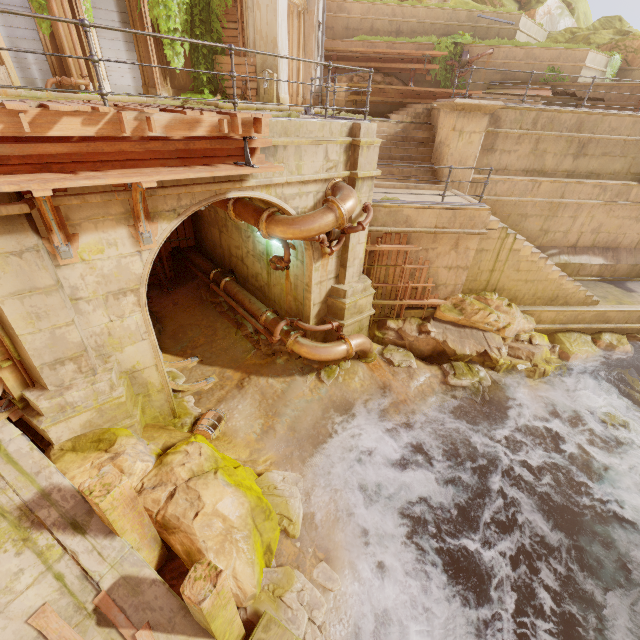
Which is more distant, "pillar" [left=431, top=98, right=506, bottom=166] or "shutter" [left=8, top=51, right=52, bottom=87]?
"shutter" [left=8, top=51, right=52, bottom=87]

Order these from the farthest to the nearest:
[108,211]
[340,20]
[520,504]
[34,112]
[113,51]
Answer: [340,20]
[113,51]
[520,504]
[108,211]
[34,112]

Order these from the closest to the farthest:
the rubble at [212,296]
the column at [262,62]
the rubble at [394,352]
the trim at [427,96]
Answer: the rubble at [394,352], the rubble at [212,296], the column at [262,62], the trim at [427,96]

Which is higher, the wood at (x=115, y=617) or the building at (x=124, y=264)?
the building at (x=124, y=264)

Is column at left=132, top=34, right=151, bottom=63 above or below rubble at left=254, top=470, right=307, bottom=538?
above

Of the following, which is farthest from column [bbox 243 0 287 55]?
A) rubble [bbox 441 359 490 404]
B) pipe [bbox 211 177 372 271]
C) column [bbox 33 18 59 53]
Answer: rubble [bbox 441 359 490 404]

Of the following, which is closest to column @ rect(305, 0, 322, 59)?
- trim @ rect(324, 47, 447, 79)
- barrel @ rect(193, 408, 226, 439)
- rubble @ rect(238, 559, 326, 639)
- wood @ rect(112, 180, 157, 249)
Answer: trim @ rect(324, 47, 447, 79)

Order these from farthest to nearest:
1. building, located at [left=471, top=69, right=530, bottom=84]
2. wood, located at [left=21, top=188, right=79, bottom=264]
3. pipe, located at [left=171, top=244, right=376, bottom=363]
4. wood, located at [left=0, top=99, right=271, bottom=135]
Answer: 1. building, located at [left=471, top=69, right=530, bottom=84]
2. pipe, located at [left=171, top=244, right=376, bottom=363]
3. wood, located at [left=21, top=188, right=79, bottom=264]
4. wood, located at [left=0, top=99, right=271, bottom=135]
